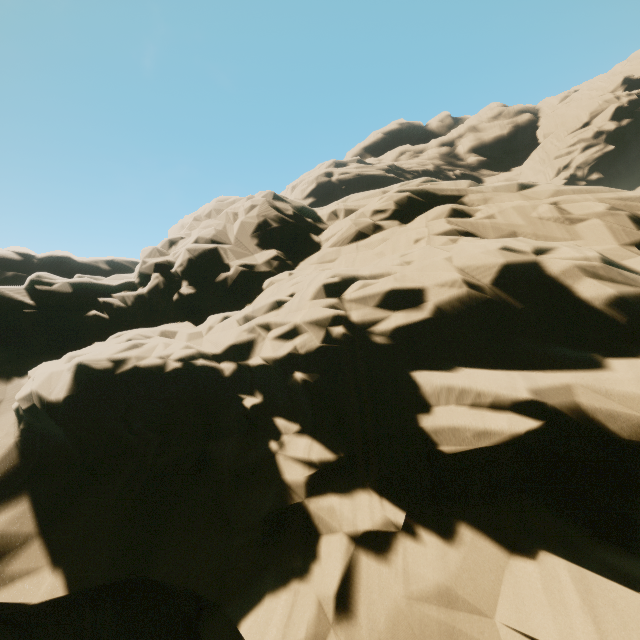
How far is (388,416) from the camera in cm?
746
